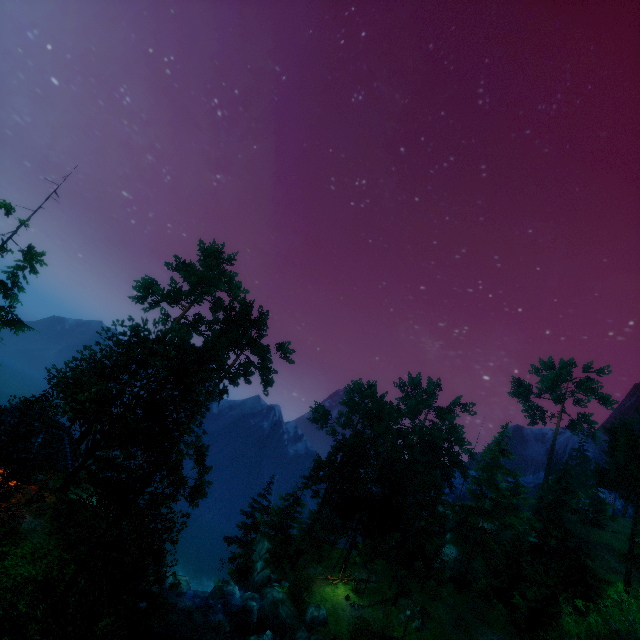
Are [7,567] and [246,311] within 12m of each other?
no

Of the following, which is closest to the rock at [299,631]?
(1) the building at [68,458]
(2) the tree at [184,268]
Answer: (2) the tree at [184,268]

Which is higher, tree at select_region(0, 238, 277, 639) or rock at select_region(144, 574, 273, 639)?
tree at select_region(0, 238, 277, 639)

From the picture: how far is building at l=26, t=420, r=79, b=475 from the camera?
19.0 meters

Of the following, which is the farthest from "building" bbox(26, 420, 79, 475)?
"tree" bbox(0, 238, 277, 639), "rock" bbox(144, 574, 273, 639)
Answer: "rock" bbox(144, 574, 273, 639)

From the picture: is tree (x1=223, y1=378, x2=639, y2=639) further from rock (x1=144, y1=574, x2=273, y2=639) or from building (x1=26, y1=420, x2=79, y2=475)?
rock (x1=144, y1=574, x2=273, y2=639)
